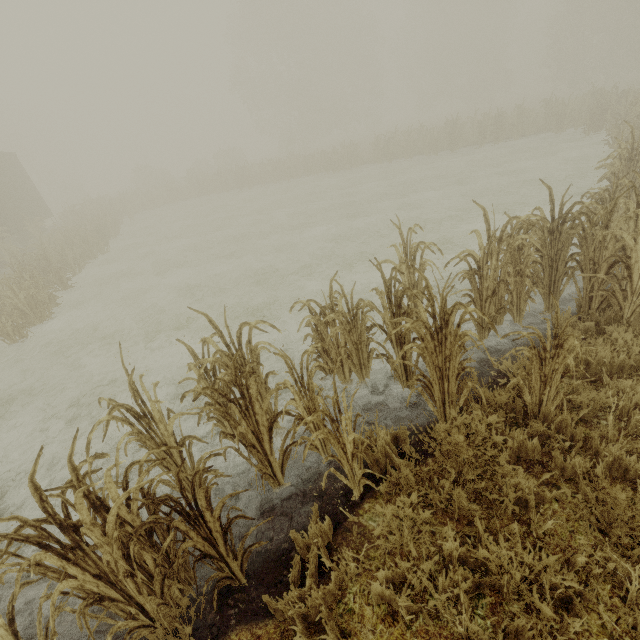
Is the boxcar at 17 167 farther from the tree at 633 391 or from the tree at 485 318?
the tree at 485 318

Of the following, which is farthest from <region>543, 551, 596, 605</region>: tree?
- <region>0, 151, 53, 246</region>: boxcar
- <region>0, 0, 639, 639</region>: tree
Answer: <region>0, 151, 53, 246</region>: boxcar

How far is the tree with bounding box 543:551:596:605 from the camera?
2.1m

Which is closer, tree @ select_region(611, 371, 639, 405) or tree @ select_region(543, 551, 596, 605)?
tree @ select_region(543, 551, 596, 605)

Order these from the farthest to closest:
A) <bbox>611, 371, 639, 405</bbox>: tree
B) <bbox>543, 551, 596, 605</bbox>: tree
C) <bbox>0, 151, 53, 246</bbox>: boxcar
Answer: <bbox>0, 151, 53, 246</bbox>: boxcar → <bbox>611, 371, 639, 405</bbox>: tree → <bbox>543, 551, 596, 605</bbox>: tree

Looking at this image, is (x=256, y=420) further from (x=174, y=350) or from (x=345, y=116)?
(x=345, y=116)

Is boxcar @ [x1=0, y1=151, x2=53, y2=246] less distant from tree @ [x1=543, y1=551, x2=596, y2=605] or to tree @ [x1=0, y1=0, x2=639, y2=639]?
tree @ [x1=543, y1=551, x2=596, y2=605]

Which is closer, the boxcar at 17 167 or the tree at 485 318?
the tree at 485 318
